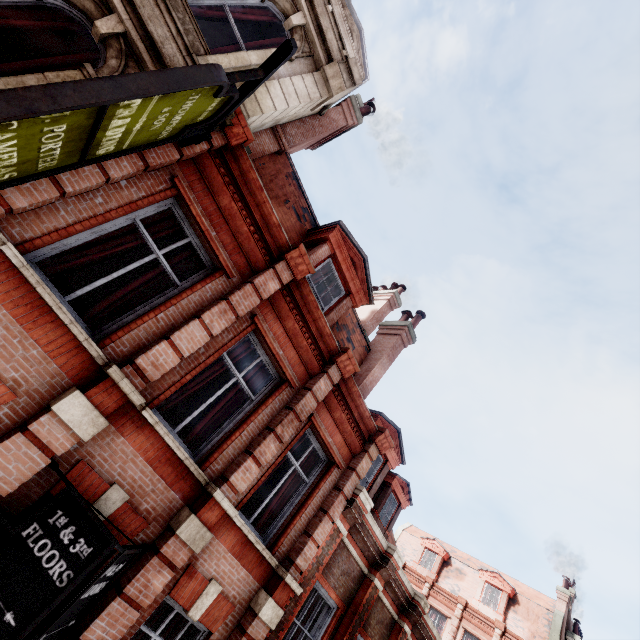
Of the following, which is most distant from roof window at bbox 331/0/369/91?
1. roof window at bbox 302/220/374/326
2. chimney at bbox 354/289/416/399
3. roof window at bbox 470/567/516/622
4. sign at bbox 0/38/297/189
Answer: roof window at bbox 470/567/516/622

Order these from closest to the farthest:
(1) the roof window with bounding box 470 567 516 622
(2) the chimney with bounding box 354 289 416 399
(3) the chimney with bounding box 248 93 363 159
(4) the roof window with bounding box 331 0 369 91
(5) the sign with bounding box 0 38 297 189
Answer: (5) the sign with bounding box 0 38 297 189 → (3) the chimney with bounding box 248 93 363 159 → (4) the roof window with bounding box 331 0 369 91 → (2) the chimney with bounding box 354 289 416 399 → (1) the roof window with bounding box 470 567 516 622

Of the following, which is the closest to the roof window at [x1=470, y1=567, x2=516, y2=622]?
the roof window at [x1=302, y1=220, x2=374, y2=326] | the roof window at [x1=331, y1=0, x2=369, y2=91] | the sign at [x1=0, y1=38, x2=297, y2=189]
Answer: the roof window at [x1=302, y1=220, x2=374, y2=326]

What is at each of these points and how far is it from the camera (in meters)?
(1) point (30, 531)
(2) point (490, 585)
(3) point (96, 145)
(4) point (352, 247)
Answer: (1) sign, 3.45
(2) roof window, 24.36
(3) sign, 3.19
(4) roof window, 8.81

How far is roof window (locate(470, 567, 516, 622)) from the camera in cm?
2300

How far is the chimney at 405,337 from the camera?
10.4m

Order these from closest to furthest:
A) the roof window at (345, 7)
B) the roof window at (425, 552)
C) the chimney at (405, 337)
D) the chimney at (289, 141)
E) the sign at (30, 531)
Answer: the sign at (30, 531) < the chimney at (289, 141) < the roof window at (345, 7) < the chimney at (405, 337) < the roof window at (425, 552)

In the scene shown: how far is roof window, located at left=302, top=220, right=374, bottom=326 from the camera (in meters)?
8.31
